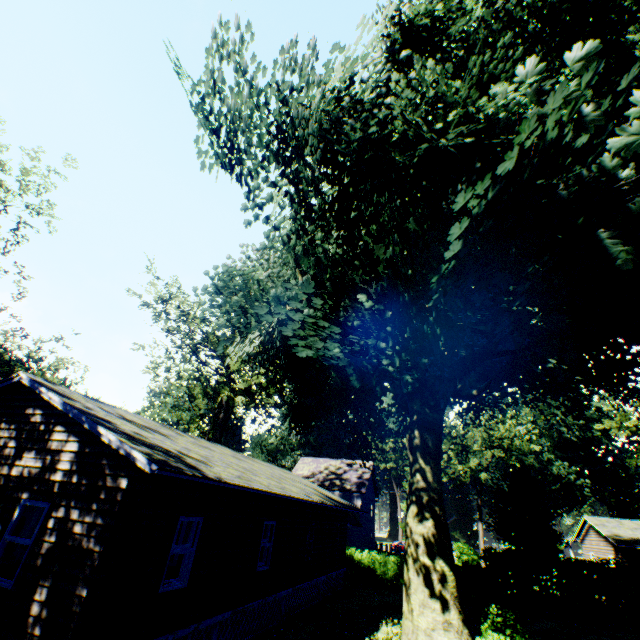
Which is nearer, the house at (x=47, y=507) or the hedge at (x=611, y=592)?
the house at (x=47, y=507)

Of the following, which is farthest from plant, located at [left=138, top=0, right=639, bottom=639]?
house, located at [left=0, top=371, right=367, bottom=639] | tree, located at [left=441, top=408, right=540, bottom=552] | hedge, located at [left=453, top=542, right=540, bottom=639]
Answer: tree, located at [left=441, top=408, right=540, bottom=552]

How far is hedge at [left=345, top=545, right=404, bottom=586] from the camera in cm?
2408

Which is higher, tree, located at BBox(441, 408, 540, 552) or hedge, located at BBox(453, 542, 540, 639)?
tree, located at BBox(441, 408, 540, 552)

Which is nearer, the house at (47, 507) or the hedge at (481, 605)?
the house at (47, 507)

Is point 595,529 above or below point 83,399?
below

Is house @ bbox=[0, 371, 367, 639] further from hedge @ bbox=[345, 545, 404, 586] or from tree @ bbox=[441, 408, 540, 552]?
tree @ bbox=[441, 408, 540, 552]

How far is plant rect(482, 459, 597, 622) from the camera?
20.8 meters
